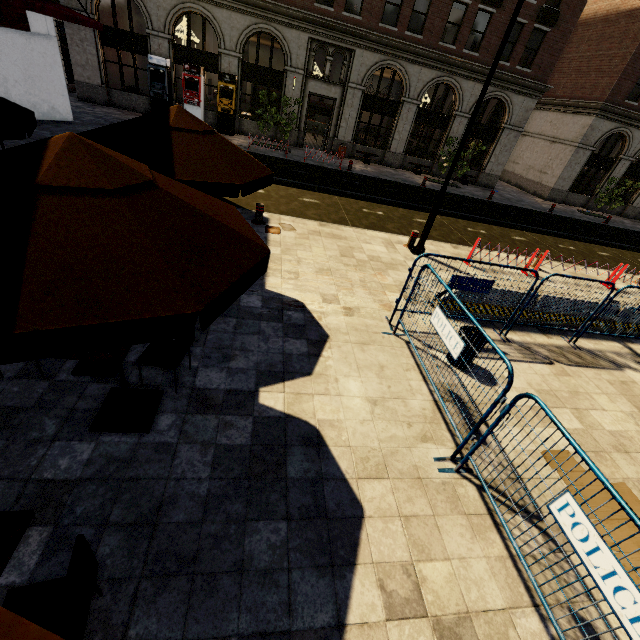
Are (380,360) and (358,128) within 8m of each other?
no

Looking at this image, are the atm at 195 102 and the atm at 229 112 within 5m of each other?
yes

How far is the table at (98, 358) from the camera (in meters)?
3.35

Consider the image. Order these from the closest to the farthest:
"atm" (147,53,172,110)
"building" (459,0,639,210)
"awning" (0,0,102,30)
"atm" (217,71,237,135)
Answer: "awning" (0,0,102,30)
"atm" (147,53,172,110)
"atm" (217,71,237,135)
"building" (459,0,639,210)

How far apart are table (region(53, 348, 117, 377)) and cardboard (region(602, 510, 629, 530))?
5.7 meters

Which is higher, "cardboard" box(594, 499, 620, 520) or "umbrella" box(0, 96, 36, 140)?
"umbrella" box(0, 96, 36, 140)

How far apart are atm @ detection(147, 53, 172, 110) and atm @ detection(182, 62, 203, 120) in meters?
0.8

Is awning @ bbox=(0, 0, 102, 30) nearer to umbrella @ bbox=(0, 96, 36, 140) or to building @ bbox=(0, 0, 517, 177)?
umbrella @ bbox=(0, 96, 36, 140)
